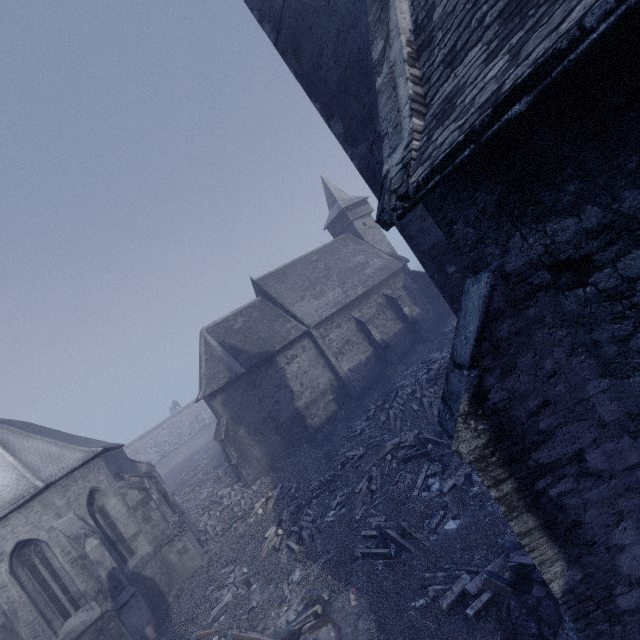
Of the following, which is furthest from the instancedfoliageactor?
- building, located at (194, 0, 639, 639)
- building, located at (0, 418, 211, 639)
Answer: building, located at (0, 418, 211, 639)

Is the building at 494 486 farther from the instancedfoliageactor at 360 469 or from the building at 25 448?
the building at 25 448

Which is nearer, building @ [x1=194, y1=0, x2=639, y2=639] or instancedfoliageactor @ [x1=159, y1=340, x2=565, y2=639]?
building @ [x1=194, y1=0, x2=639, y2=639]

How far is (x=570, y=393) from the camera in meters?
2.9

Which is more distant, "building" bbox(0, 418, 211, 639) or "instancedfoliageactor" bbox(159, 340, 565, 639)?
"building" bbox(0, 418, 211, 639)

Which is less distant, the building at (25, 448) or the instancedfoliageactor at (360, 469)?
the instancedfoliageactor at (360, 469)

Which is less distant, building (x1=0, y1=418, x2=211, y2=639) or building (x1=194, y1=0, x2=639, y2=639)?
building (x1=194, y1=0, x2=639, y2=639)
